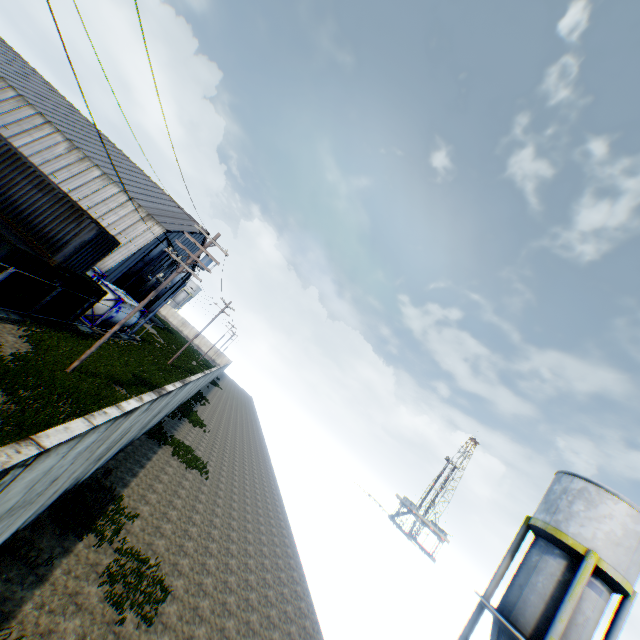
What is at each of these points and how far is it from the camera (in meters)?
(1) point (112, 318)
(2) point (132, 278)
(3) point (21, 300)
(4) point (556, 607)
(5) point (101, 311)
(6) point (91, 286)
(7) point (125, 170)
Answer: (1) tank container, 26.47
(2) hanging door, 45.97
(3) storage container, 16.19
(4) vertical tank, 13.86
(5) tank container, 25.08
(6) storage container, 19.80
(7) building, 46.44

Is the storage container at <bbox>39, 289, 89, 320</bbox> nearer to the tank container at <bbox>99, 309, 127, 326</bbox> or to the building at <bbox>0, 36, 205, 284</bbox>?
the tank container at <bbox>99, 309, 127, 326</bbox>

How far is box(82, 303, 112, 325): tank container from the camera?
24.78m

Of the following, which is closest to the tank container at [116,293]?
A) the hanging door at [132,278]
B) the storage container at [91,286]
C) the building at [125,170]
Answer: the building at [125,170]

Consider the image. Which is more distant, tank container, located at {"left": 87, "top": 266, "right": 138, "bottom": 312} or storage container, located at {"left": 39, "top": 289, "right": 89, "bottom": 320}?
tank container, located at {"left": 87, "top": 266, "right": 138, "bottom": 312}

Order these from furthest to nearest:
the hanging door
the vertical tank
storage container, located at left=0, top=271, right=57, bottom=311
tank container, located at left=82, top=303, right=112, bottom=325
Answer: the hanging door
tank container, located at left=82, top=303, right=112, bottom=325
storage container, located at left=0, top=271, right=57, bottom=311
the vertical tank

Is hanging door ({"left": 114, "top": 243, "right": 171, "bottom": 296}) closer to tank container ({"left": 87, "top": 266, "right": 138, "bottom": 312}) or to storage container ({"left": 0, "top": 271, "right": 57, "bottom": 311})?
tank container ({"left": 87, "top": 266, "right": 138, "bottom": 312})

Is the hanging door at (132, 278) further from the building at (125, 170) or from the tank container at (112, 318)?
the tank container at (112, 318)
